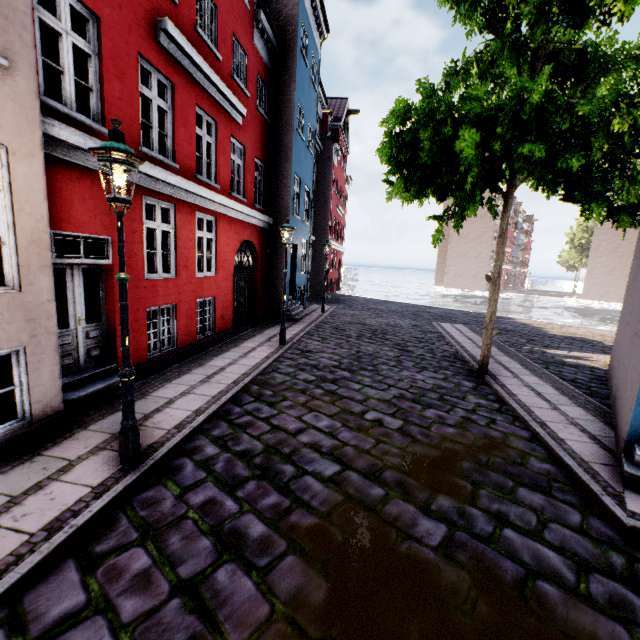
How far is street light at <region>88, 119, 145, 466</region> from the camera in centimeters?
332cm

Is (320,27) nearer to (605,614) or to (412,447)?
(412,447)

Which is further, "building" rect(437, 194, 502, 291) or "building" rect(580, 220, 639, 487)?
"building" rect(437, 194, 502, 291)

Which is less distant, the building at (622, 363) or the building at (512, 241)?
the building at (622, 363)

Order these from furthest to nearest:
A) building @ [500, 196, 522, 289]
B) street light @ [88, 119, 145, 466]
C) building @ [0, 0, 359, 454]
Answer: building @ [500, 196, 522, 289] → building @ [0, 0, 359, 454] → street light @ [88, 119, 145, 466]

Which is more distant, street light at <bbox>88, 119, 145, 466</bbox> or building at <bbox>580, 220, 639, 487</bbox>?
building at <bbox>580, 220, 639, 487</bbox>

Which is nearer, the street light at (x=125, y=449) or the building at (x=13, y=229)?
the street light at (x=125, y=449)
